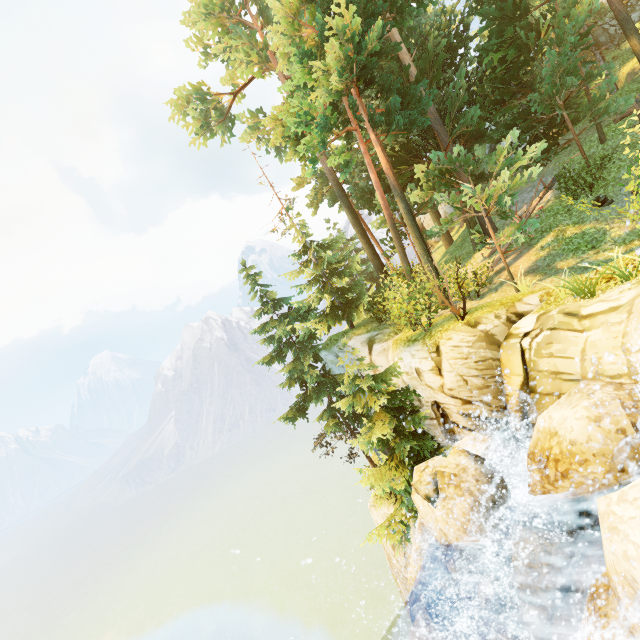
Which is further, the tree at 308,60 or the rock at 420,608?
the tree at 308,60

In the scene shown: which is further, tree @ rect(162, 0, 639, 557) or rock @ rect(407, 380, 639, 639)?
tree @ rect(162, 0, 639, 557)

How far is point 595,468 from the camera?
5.3m

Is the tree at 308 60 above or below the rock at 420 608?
above

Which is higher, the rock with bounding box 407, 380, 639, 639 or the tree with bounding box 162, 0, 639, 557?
the tree with bounding box 162, 0, 639, 557
